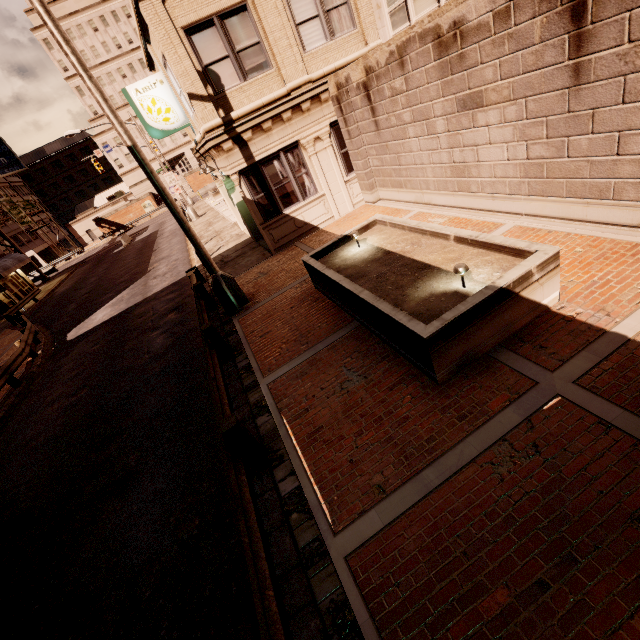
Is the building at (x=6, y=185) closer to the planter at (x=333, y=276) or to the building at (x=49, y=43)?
the building at (x=49, y=43)

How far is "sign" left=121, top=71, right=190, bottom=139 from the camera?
11.8m

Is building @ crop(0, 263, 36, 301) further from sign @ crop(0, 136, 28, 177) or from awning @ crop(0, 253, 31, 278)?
sign @ crop(0, 136, 28, 177)

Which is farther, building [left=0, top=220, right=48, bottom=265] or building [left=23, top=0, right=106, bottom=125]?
building [left=0, top=220, right=48, bottom=265]

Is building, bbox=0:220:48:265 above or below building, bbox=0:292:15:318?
above

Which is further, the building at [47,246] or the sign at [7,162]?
the sign at [7,162]

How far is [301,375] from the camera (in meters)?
6.29
